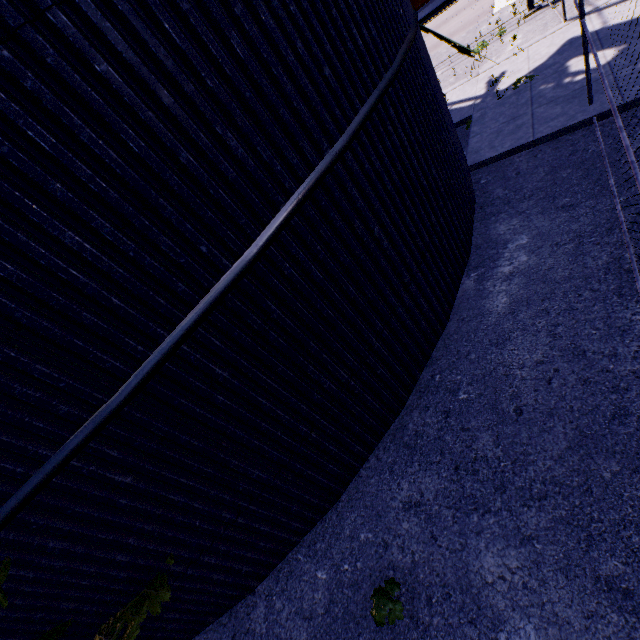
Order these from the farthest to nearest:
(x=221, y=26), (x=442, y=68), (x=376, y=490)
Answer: (x=442, y=68) → (x=376, y=490) → (x=221, y=26)

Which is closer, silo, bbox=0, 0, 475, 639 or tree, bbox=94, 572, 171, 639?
silo, bbox=0, 0, 475, 639

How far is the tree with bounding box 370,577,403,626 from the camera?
2.92m

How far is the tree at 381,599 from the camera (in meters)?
2.92

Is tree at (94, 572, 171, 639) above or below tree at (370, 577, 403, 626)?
above

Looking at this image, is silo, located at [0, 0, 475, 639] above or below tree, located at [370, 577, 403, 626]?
above

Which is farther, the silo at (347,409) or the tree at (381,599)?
the tree at (381,599)
